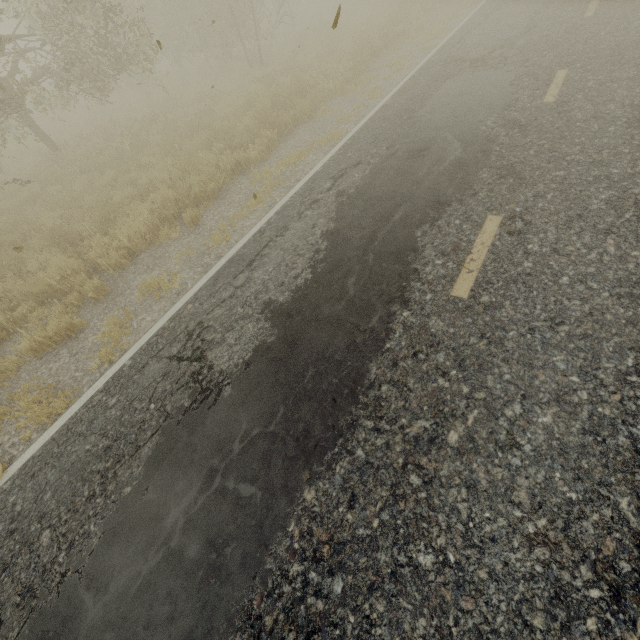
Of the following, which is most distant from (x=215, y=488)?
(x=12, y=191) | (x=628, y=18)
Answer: (x=12, y=191)
